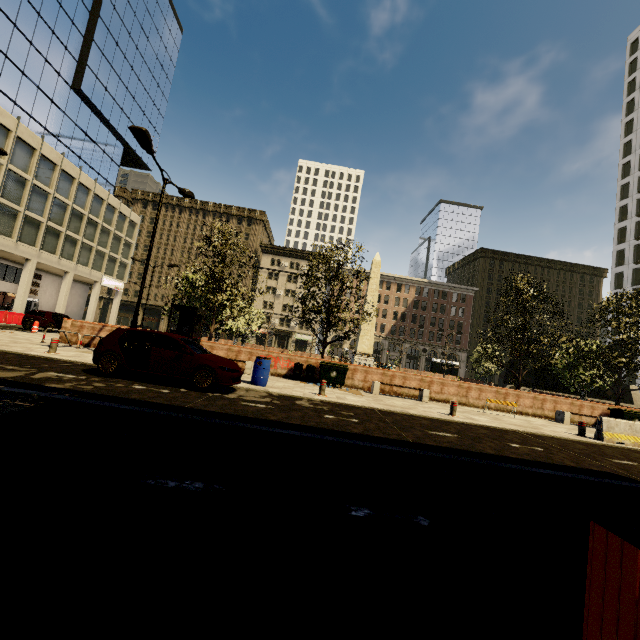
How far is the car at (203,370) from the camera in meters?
8.9

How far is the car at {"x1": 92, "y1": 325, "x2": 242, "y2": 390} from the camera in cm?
892

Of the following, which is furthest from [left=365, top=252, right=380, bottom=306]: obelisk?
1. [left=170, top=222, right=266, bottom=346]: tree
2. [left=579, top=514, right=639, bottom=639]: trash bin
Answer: [left=579, top=514, right=639, bottom=639]: trash bin

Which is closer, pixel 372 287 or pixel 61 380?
pixel 61 380

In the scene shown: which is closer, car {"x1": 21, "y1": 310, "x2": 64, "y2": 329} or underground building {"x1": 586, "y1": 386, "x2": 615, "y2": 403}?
car {"x1": 21, "y1": 310, "x2": 64, "y2": 329}

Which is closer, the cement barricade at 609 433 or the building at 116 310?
the cement barricade at 609 433

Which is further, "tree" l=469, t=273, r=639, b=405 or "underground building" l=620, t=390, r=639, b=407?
"underground building" l=620, t=390, r=639, b=407

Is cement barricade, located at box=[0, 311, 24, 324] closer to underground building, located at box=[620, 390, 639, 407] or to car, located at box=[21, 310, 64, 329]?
car, located at box=[21, 310, 64, 329]
